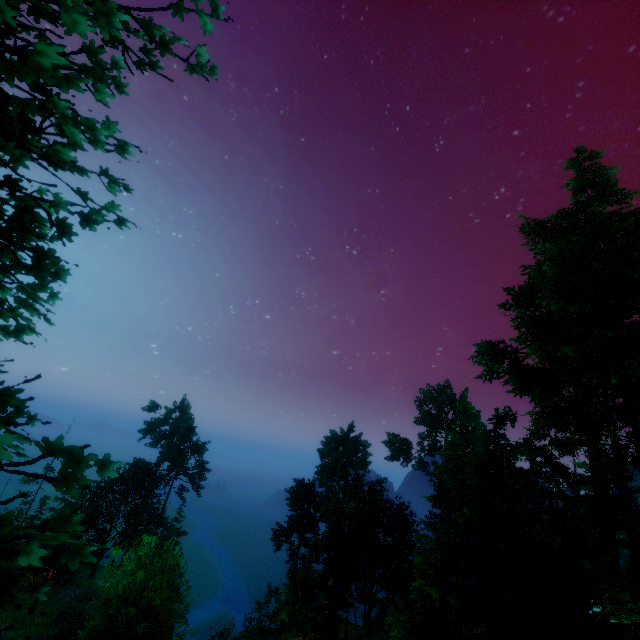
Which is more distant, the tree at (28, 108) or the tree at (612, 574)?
the tree at (612, 574)

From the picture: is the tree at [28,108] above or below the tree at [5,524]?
above

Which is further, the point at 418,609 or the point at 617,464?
the point at 617,464

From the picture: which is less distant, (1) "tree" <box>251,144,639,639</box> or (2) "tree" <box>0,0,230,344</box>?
(2) "tree" <box>0,0,230,344</box>

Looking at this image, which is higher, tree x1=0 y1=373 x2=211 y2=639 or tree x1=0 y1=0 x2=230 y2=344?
tree x1=0 y1=0 x2=230 y2=344
